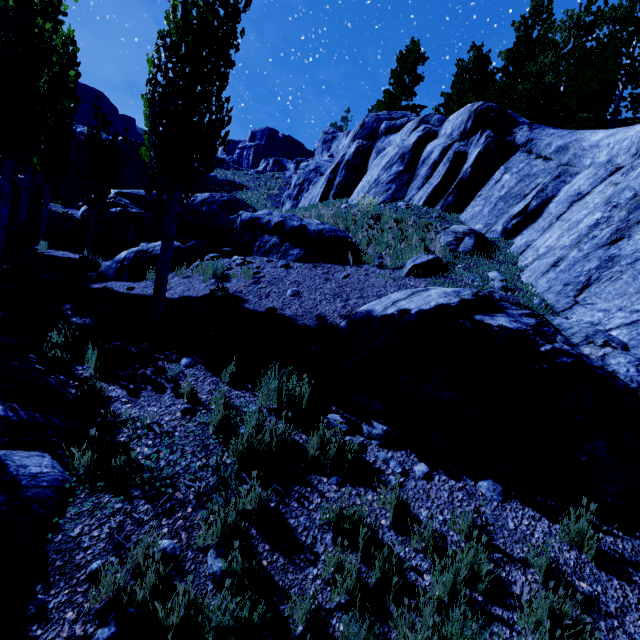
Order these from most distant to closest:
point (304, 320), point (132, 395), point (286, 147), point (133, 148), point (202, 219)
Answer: point (286, 147), point (133, 148), point (202, 219), point (304, 320), point (132, 395)

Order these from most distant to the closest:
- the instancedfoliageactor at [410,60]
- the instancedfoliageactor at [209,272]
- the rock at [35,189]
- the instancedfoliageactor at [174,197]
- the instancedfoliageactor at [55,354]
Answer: the instancedfoliageactor at [410,60], the rock at [35,189], the instancedfoliageactor at [209,272], the instancedfoliageactor at [174,197], the instancedfoliageactor at [55,354]

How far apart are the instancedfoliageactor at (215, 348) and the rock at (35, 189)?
29.0m

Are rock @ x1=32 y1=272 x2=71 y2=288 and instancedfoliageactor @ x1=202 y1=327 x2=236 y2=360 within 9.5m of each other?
yes

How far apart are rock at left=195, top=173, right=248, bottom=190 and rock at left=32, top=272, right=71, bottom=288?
22.1m

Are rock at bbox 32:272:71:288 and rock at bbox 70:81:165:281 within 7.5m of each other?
no

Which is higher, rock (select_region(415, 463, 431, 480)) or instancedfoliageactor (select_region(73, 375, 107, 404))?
rock (select_region(415, 463, 431, 480))

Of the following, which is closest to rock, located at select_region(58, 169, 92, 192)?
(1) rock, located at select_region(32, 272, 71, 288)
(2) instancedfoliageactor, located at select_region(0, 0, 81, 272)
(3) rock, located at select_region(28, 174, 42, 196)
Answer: (3) rock, located at select_region(28, 174, 42, 196)
